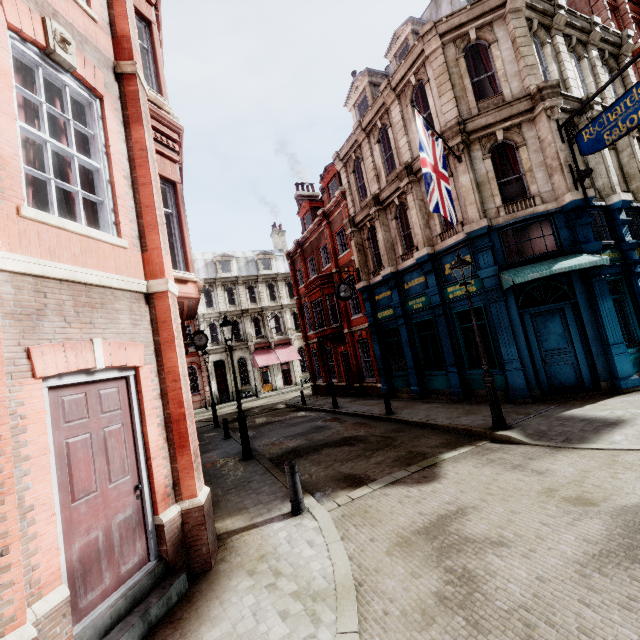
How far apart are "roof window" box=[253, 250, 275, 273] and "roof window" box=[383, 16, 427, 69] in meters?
27.4

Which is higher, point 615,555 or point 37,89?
point 37,89

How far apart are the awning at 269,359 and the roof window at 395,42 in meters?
26.9 m

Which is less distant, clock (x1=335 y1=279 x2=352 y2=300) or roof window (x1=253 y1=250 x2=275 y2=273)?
clock (x1=335 y1=279 x2=352 y2=300)

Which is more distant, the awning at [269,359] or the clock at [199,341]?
the awning at [269,359]

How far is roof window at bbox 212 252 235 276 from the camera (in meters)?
38.12

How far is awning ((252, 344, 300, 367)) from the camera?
35.41m

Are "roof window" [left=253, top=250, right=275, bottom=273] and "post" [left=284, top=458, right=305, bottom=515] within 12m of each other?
no
